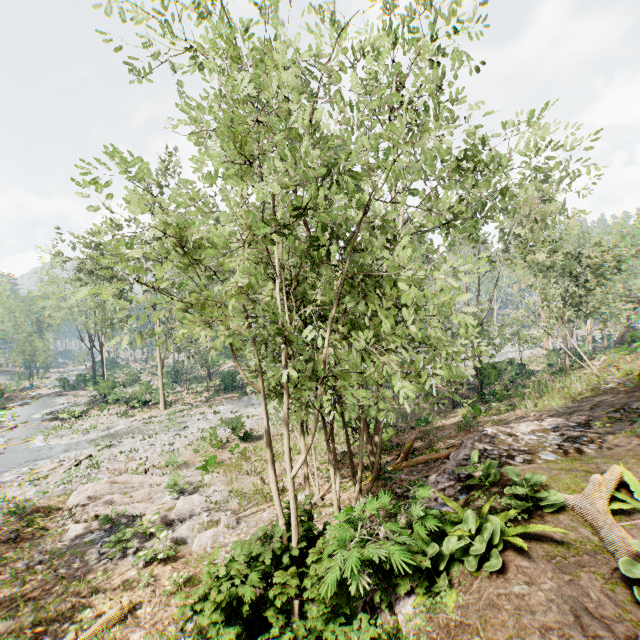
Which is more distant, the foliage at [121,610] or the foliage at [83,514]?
the foliage at [83,514]

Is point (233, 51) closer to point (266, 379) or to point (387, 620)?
point (266, 379)

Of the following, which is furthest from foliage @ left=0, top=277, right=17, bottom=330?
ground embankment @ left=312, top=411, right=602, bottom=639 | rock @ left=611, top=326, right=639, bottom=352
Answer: rock @ left=611, top=326, right=639, bottom=352

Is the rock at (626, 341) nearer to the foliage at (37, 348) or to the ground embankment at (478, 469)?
the foliage at (37, 348)

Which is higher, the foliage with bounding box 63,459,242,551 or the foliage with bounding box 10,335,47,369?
the foliage with bounding box 10,335,47,369

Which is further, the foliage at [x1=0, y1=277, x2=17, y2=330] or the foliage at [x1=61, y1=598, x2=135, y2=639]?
the foliage at [x1=0, y1=277, x2=17, y2=330]

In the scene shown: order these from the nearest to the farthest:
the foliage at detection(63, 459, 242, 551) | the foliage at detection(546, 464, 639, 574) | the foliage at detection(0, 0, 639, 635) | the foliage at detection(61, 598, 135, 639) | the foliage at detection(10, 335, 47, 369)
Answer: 1. the foliage at detection(0, 0, 639, 635)
2. the foliage at detection(546, 464, 639, 574)
3. the foliage at detection(61, 598, 135, 639)
4. the foliage at detection(63, 459, 242, 551)
5. the foliage at detection(10, 335, 47, 369)

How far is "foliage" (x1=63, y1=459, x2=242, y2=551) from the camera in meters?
12.2 m
